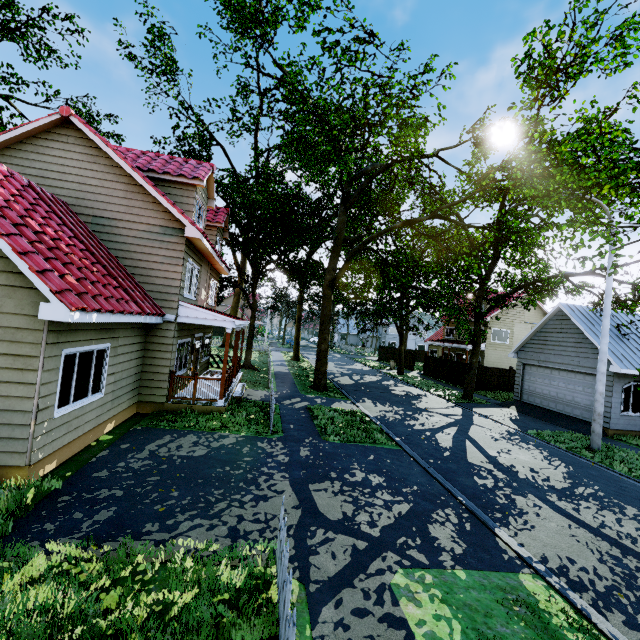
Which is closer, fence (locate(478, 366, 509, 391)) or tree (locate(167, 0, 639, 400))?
tree (locate(167, 0, 639, 400))

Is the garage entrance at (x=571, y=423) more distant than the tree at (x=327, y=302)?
Yes

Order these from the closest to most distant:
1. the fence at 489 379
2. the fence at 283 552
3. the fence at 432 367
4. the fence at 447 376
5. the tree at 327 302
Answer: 1. the fence at 283 552
2. the tree at 327 302
3. the fence at 489 379
4. the fence at 447 376
5. the fence at 432 367

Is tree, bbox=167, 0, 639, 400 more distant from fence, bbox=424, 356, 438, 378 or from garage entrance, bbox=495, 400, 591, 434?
garage entrance, bbox=495, 400, 591, 434

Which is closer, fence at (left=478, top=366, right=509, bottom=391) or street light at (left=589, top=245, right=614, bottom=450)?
street light at (left=589, top=245, right=614, bottom=450)

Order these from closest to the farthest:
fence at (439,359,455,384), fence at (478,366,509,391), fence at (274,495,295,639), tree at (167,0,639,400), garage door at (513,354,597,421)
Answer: fence at (274,495,295,639), tree at (167,0,639,400), garage door at (513,354,597,421), fence at (478,366,509,391), fence at (439,359,455,384)

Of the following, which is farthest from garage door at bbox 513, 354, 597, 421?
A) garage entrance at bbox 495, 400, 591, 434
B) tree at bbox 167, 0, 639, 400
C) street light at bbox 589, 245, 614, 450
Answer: street light at bbox 589, 245, 614, 450

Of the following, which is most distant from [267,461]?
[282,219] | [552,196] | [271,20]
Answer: [271,20]
